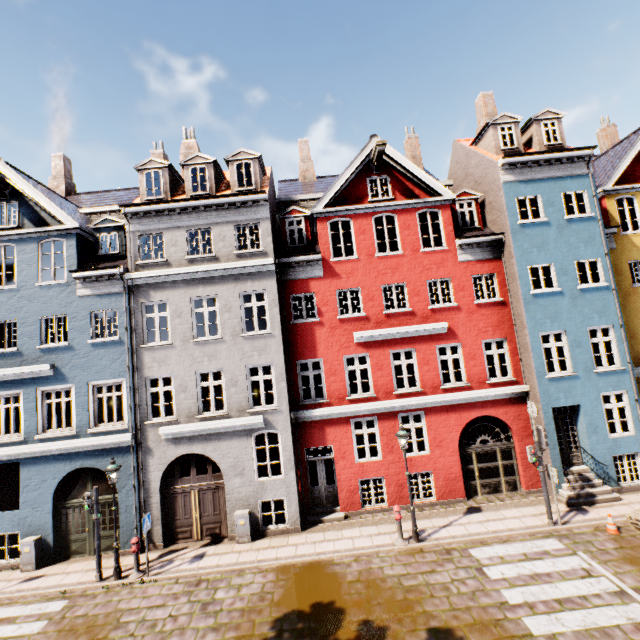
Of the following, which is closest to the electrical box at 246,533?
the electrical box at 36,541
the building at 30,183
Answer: the building at 30,183

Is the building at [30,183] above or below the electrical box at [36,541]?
above

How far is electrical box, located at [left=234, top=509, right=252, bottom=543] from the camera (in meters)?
11.84

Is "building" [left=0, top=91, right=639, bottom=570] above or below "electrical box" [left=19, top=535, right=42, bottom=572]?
above

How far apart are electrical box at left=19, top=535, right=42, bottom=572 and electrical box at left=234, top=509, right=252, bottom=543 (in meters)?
7.26

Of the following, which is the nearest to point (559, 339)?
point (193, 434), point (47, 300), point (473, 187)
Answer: point (473, 187)

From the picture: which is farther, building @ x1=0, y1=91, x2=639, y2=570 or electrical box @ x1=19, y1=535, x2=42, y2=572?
building @ x1=0, y1=91, x2=639, y2=570

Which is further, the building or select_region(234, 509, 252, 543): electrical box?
the building
